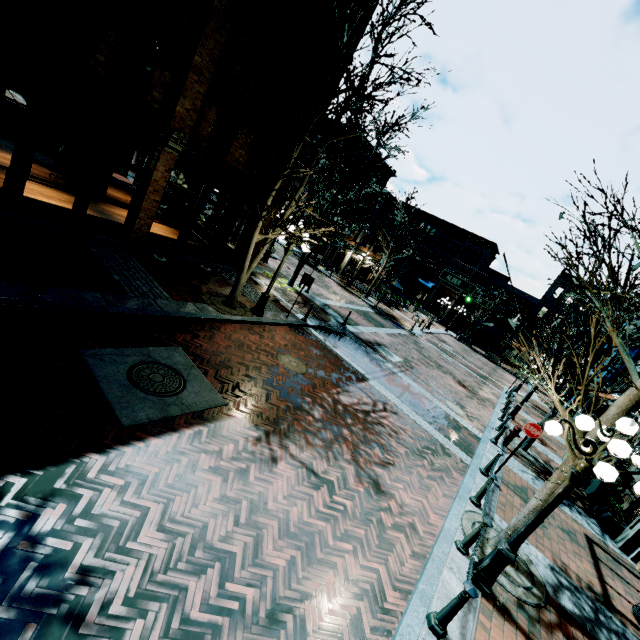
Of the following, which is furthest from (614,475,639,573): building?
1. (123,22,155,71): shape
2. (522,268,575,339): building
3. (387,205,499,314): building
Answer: (123,22,155,71): shape

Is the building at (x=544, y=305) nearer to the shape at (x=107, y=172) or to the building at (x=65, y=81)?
the building at (x=65, y=81)

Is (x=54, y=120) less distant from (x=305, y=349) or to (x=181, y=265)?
(x=181, y=265)

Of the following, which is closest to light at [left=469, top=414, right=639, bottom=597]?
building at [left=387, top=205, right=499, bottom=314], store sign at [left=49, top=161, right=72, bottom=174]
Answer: store sign at [left=49, top=161, right=72, bottom=174]

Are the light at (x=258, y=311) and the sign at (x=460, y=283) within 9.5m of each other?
yes

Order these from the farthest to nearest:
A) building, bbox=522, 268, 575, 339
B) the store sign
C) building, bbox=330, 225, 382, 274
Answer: building, bbox=522, 268, 575, 339 < building, bbox=330, 225, 382, 274 < the store sign

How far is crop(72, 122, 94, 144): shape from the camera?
16.5 meters

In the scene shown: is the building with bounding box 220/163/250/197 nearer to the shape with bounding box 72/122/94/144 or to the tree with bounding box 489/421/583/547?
the shape with bounding box 72/122/94/144
